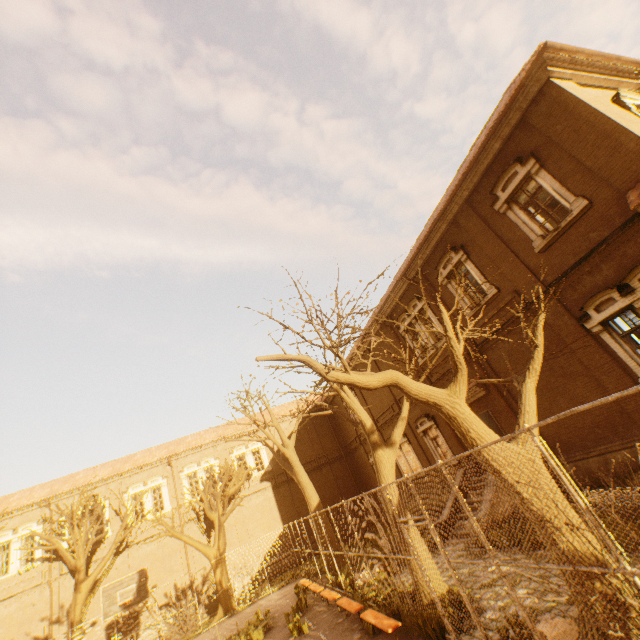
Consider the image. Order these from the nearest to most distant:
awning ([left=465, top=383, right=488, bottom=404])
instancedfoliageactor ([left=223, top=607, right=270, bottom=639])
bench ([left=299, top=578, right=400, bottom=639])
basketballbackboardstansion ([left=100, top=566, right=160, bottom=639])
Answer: bench ([left=299, top=578, right=400, bottom=639])
instancedfoliageactor ([left=223, top=607, right=270, bottom=639])
basketballbackboardstansion ([left=100, top=566, right=160, bottom=639])
awning ([left=465, top=383, right=488, bottom=404])

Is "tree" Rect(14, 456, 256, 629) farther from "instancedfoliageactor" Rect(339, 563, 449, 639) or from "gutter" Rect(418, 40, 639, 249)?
"gutter" Rect(418, 40, 639, 249)

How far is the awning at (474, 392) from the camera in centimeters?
1402cm

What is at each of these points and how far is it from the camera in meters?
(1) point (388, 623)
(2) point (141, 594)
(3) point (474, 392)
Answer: (1) bench, 7.2 m
(2) basketballbackboardstansion, 13.8 m
(3) awning, 14.3 m

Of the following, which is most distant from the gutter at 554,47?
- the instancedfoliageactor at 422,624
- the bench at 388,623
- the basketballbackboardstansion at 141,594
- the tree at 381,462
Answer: the basketballbackboardstansion at 141,594

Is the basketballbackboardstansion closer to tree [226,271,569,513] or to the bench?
tree [226,271,569,513]

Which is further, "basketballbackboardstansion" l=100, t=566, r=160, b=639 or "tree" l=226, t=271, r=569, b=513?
"basketballbackboardstansion" l=100, t=566, r=160, b=639

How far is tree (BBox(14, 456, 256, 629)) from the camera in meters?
18.3 m
